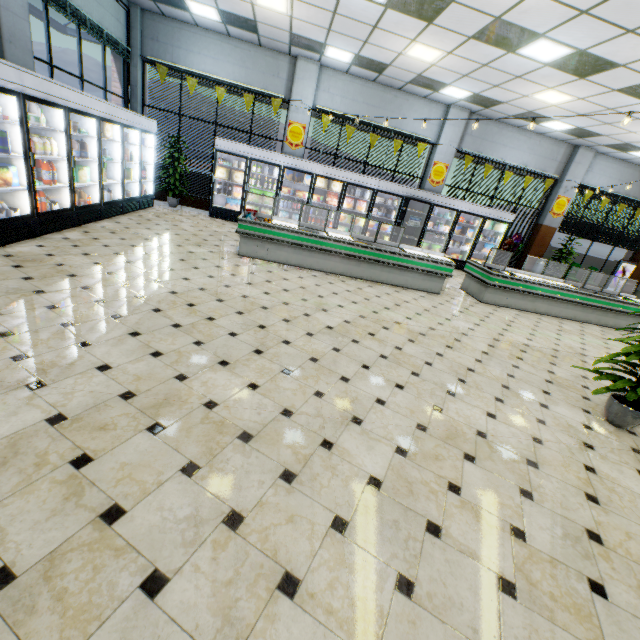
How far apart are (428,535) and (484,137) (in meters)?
13.00

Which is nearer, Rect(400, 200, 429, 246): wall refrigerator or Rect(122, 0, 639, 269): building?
Rect(122, 0, 639, 269): building

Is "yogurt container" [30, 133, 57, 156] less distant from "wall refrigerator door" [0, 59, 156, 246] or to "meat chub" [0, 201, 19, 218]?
"wall refrigerator door" [0, 59, 156, 246]

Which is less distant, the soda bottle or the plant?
the soda bottle

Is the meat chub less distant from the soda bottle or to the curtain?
the soda bottle

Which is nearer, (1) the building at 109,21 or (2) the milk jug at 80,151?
(2) the milk jug at 80,151

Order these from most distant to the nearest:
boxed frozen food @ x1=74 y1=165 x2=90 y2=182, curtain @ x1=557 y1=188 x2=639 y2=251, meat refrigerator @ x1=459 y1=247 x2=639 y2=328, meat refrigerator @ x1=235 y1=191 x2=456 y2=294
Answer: curtain @ x1=557 y1=188 x2=639 y2=251
meat refrigerator @ x1=459 y1=247 x2=639 y2=328
meat refrigerator @ x1=235 y1=191 x2=456 y2=294
boxed frozen food @ x1=74 y1=165 x2=90 y2=182

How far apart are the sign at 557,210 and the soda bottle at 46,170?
15.0 meters
